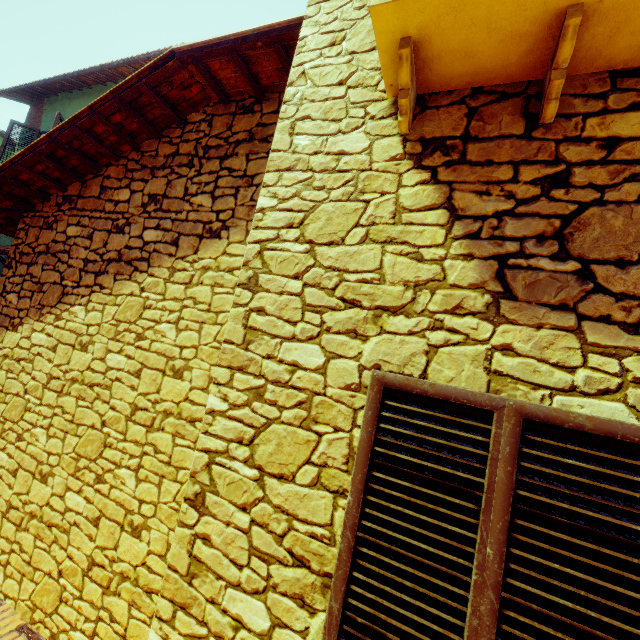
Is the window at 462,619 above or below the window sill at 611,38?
below

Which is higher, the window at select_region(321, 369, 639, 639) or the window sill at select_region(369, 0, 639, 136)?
the window sill at select_region(369, 0, 639, 136)

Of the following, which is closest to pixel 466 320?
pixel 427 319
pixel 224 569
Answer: pixel 427 319
